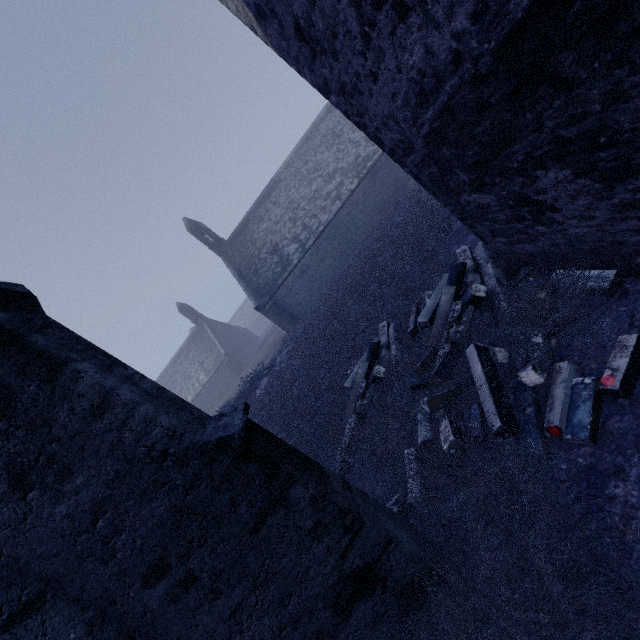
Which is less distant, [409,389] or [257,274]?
[409,389]

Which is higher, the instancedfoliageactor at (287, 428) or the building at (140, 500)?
the building at (140, 500)

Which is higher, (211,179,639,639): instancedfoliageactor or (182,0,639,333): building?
(182,0,639,333): building
